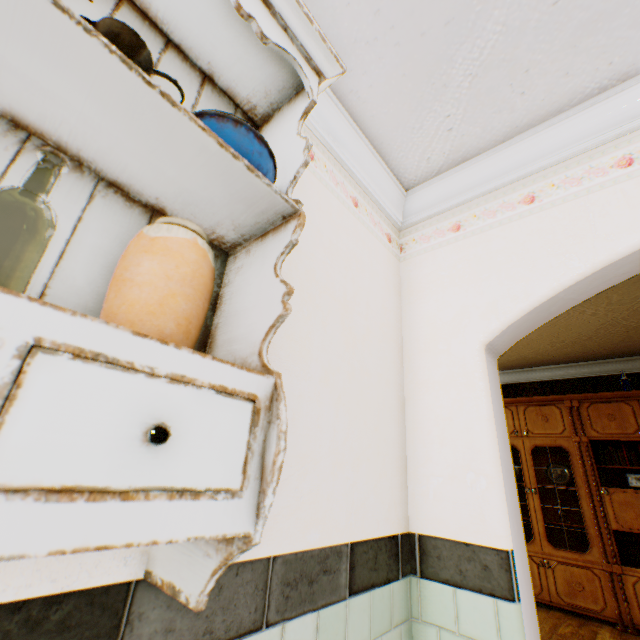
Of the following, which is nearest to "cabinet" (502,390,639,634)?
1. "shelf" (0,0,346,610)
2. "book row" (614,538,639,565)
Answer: "book row" (614,538,639,565)

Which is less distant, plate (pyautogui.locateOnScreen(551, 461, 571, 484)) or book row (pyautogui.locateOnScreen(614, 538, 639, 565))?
book row (pyautogui.locateOnScreen(614, 538, 639, 565))

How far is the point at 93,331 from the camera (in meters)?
0.44

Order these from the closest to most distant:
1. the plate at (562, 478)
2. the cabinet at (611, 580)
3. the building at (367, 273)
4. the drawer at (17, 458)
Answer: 1. the drawer at (17, 458)
2. the building at (367, 273)
3. the cabinet at (611, 580)
4. the plate at (562, 478)

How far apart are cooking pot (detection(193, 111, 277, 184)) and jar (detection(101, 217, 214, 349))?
0.2 meters

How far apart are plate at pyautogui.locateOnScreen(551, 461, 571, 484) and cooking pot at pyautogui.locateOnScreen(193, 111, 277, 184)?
5.7m

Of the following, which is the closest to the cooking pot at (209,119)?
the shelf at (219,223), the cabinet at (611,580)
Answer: the shelf at (219,223)

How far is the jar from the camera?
0.6 meters
